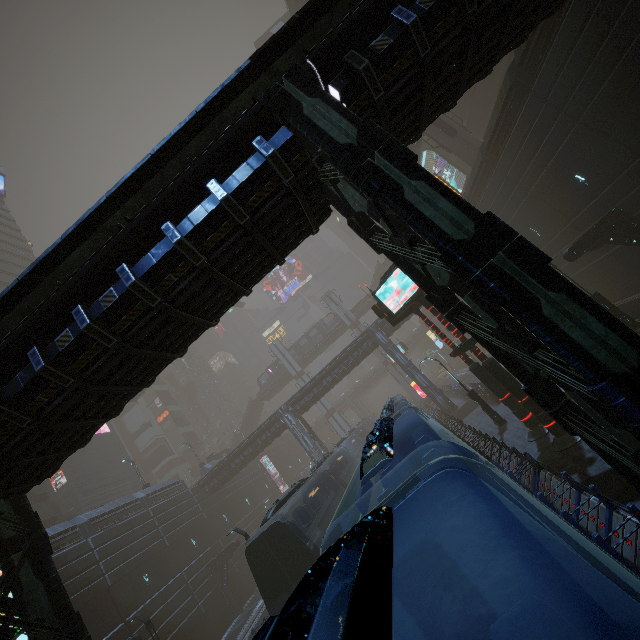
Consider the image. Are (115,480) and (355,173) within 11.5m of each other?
no

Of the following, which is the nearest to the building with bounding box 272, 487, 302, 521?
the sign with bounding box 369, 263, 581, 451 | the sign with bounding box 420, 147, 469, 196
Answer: the sign with bounding box 420, 147, 469, 196

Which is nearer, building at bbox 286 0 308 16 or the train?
the train

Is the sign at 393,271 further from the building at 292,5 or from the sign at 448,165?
the sign at 448,165

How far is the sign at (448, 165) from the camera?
42.0m

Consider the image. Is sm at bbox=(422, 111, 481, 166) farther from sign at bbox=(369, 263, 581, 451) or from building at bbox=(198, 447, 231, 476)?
sign at bbox=(369, 263, 581, 451)

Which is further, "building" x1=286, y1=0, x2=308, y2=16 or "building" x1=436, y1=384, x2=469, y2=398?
"building" x1=286, y1=0, x2=308, y2=16
